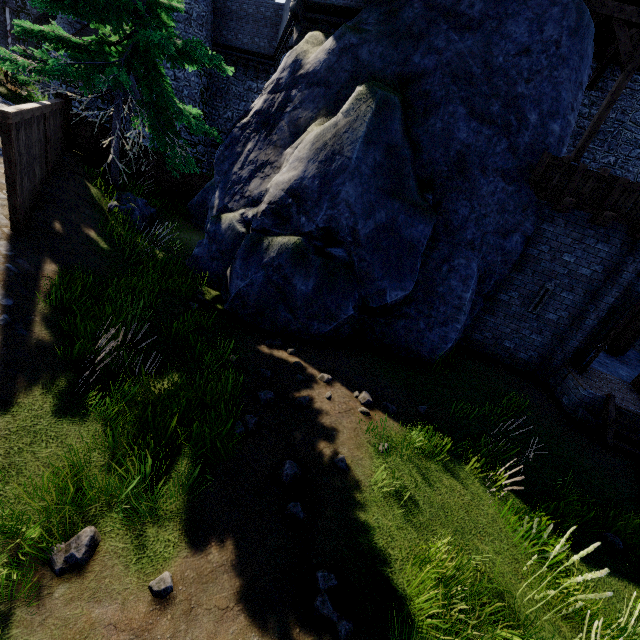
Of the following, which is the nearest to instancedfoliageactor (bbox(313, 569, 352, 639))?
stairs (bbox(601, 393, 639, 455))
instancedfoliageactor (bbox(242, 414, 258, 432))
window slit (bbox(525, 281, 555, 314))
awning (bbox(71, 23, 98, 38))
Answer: instancedfoliageactor (bbox(242, 414, 258, 432))

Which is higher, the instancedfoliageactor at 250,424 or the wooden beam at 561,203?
the wooden beam at 561,203

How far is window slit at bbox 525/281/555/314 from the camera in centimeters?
941cm

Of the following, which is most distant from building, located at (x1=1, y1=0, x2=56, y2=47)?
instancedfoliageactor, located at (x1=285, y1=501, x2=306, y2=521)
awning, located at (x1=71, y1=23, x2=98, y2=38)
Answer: instancedfoliageactor, located at (x1=285, y1=501, x2=306, y2=521)

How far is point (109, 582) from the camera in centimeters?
305cm

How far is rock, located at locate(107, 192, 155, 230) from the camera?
9.2m

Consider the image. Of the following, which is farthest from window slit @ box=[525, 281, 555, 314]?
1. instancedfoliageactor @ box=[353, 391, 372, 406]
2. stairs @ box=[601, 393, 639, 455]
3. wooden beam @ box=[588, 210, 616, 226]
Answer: instancedfoliageactor @ box=[353, 391, 372, 406]

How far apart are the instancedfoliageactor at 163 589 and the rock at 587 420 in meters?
9.7
